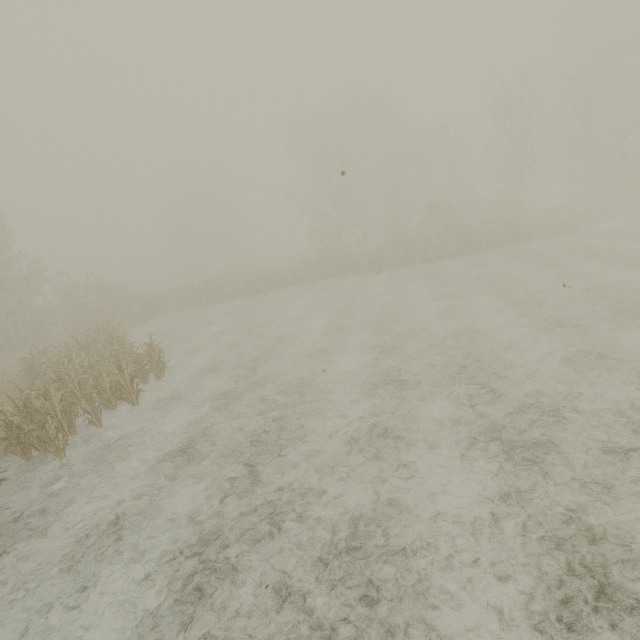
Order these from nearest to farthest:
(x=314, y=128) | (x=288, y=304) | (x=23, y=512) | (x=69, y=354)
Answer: (x=23, y=512), (x=69, y=354), (x=288, y=304), (x=314, y=128)
